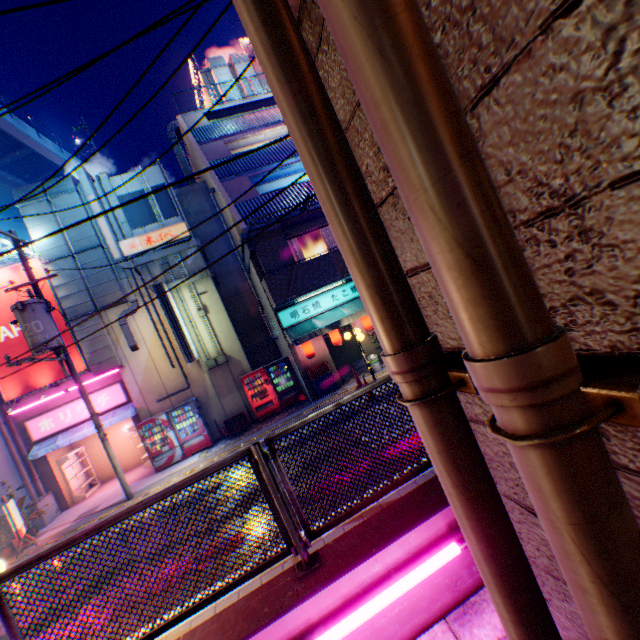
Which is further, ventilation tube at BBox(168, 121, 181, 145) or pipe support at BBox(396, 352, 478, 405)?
ventilation tube at BBox(168, 121, 181, 145)

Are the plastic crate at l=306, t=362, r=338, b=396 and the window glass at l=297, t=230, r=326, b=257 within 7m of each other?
yes

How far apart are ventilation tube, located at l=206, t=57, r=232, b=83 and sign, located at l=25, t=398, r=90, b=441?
17.80m

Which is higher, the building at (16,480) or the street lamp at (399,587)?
the building at (16,480)

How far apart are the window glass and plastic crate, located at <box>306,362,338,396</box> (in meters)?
4.12

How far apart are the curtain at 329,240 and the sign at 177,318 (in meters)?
7.04

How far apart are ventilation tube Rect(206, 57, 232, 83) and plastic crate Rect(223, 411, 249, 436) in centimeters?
1910cm

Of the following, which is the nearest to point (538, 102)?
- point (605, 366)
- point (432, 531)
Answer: A: point (605, 366)
